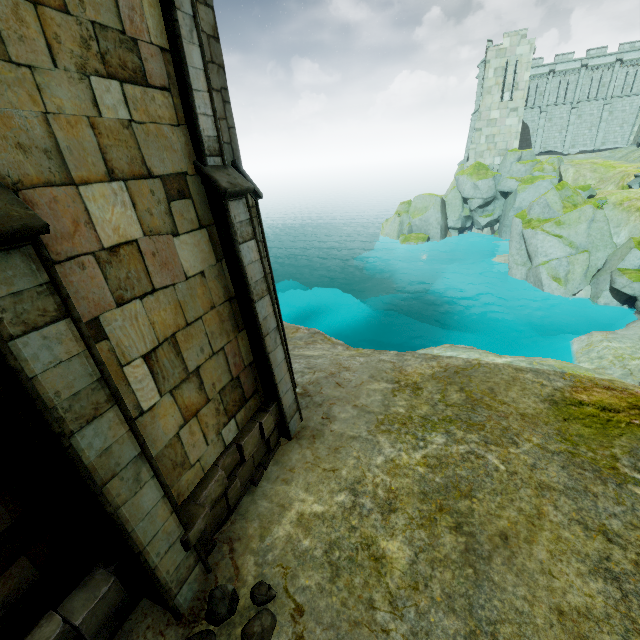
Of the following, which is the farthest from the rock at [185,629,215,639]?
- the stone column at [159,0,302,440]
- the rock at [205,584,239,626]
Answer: the stone column at [159,0,302,440]

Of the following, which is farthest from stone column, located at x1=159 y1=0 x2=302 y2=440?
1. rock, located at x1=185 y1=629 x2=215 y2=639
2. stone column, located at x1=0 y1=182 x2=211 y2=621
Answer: rock, located at x1=185 y1=629 x2=215 y2=639

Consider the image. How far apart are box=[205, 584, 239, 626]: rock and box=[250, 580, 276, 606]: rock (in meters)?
0.17

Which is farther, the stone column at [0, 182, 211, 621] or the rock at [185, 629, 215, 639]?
the rock at [185, 629, 215, 639]

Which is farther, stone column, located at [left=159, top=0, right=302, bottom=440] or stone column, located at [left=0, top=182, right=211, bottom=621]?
stone column, located at [left=159, top=0, right=302, bottom=440]

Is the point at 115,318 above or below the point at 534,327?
above

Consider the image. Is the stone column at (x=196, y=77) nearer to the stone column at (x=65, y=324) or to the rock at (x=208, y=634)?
the stone column at (x=65, y=324)

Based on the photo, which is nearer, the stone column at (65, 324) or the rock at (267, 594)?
the stone column at (65, 324)
